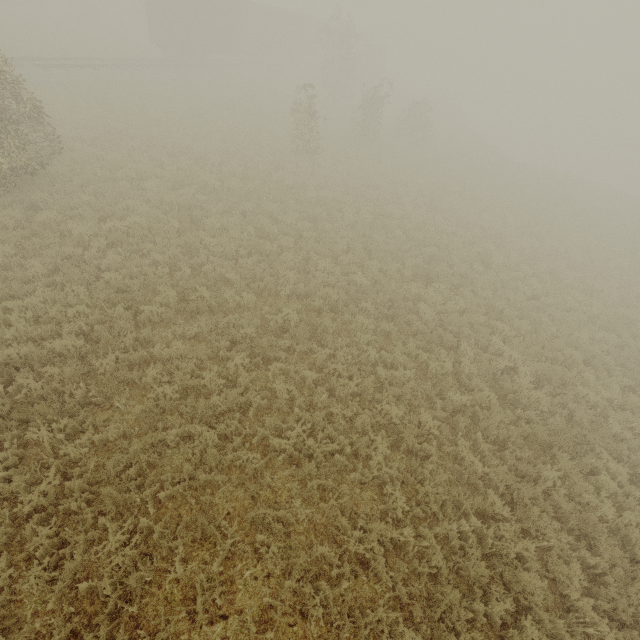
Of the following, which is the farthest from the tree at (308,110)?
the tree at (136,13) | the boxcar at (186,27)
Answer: the tree at (136,13)

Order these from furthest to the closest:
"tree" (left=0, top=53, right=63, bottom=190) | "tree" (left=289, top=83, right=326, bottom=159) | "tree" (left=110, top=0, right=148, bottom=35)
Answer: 1. "tree" (left=110, top=0, right=148, bottom=35)
2. "tree" (left=289, top=83, right=326, bottom=159)
3. "tree" (left=0, top=53, right=63, bottom=190)

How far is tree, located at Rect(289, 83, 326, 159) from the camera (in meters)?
16.62

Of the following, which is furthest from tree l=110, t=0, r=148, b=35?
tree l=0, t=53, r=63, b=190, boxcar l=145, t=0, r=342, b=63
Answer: boxcar l=145, t=0, r=342, b=63

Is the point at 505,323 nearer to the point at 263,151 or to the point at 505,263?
the point at 505,263

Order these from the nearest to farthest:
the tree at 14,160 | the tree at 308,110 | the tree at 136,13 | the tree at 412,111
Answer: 1. the tree at 14,160
2. the tree at 308,110
3. the tree at 412,111
4. the tree at 136,13

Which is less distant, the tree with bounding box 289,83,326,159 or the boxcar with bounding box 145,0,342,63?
the tree with bounding box 289,83,326,159
